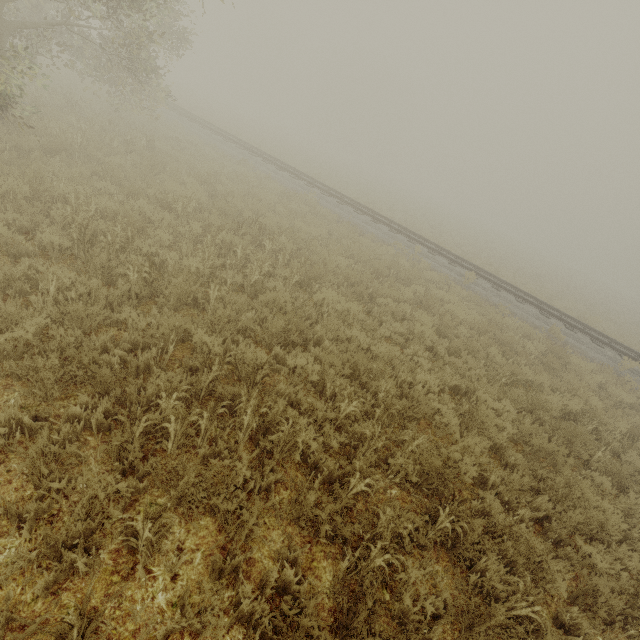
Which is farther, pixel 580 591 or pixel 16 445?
pixel 580 591

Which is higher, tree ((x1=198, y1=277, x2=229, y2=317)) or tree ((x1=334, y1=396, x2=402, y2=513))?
tree ((x1=198, y1=277, x2=229, y2=317))

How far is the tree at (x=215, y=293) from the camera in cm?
542

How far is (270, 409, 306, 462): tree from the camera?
3.60m

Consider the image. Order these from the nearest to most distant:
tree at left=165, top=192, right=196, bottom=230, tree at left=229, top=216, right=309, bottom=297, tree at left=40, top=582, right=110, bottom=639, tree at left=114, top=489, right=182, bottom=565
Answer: tree at left=40, top=582, right=110, bottom=639 < tree at left=114, top=489, right=182, bottom=565 < tree at left=229, top=216, right=309, bottom=297 < tree at left=165, top=192, right=196, bottom=230
